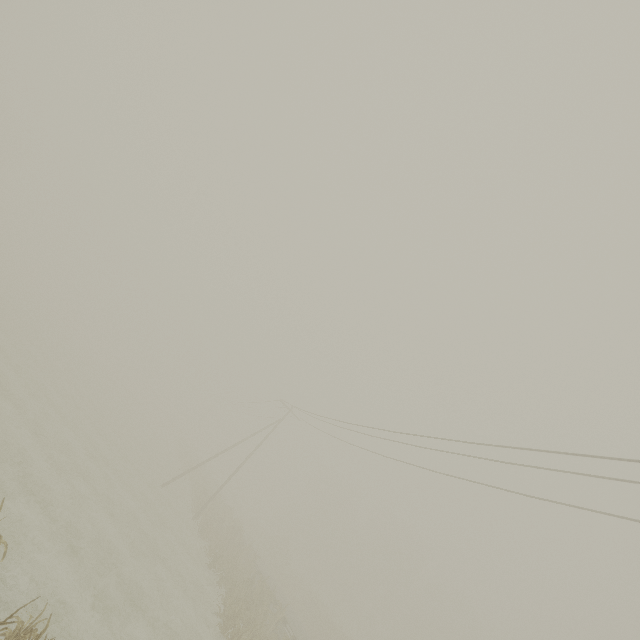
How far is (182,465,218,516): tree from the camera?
29.5 meters

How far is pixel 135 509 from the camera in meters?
19.7

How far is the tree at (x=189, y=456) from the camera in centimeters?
4312cm

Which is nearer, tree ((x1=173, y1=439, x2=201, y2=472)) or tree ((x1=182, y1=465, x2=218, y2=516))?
tree ((x1=182, y1=465, x2=218, y2=516))

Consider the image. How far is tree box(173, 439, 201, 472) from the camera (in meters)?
43.12

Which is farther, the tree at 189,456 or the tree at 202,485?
the tree at 189,456
